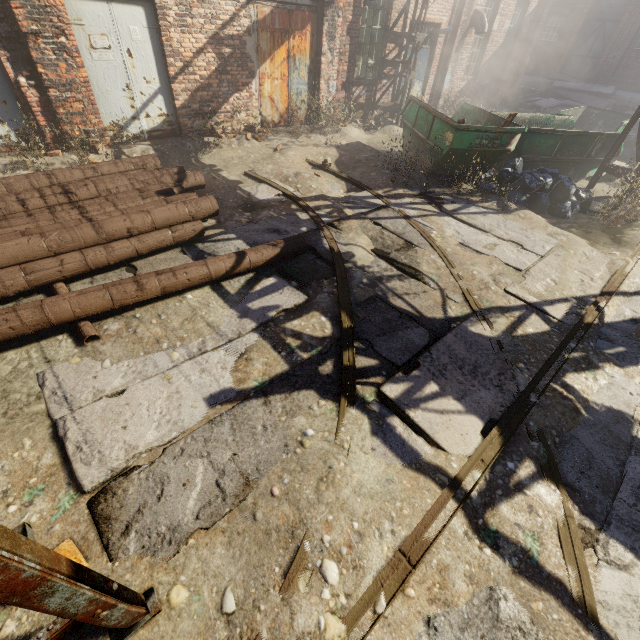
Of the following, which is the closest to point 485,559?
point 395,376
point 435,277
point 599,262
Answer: point 395,376

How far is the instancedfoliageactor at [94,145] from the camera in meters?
6.0 m

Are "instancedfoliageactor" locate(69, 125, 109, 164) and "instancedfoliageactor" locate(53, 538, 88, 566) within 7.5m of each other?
yes

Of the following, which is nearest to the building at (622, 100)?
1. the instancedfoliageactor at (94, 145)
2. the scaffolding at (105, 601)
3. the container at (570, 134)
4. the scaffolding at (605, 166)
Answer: the container at (570, 134)

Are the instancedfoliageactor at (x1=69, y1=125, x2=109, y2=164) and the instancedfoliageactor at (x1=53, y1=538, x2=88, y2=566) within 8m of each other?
yes

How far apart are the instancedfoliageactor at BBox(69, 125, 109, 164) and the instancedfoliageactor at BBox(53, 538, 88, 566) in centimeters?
656cm

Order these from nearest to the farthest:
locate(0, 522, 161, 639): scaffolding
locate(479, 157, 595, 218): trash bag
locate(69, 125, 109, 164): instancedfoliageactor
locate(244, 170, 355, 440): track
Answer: locate(0, 522, 161, 639): scaffolding < locate(244, 170, 355, 440): track < locate(69, 125, 109, 164): instancedfoliageactor < locate(479, 157, 595, 218): trash bag

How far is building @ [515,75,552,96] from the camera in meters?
20.1 m
